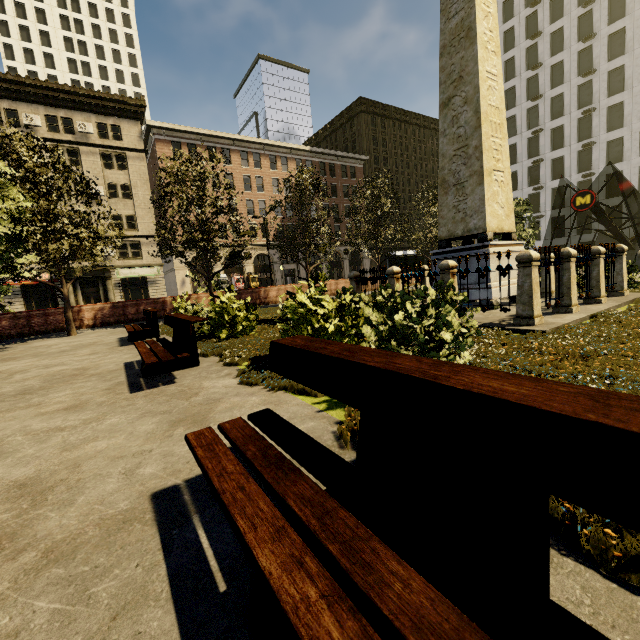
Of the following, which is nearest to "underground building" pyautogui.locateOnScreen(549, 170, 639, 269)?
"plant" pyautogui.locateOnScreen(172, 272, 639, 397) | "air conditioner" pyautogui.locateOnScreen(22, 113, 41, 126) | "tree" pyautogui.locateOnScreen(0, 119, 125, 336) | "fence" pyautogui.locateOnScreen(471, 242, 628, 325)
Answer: "tree" pyautogui.locateOnScreen(0, 119, 125, 336)

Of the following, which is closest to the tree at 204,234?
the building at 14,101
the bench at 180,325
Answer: the building at 14,101

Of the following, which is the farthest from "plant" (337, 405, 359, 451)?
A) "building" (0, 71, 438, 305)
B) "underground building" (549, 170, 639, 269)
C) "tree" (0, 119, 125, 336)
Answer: "building" (0, 71, 438, 305)

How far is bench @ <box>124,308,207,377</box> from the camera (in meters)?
4.80

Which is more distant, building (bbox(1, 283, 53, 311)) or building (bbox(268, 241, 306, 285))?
building (bbox(268, 241, 306, 285))

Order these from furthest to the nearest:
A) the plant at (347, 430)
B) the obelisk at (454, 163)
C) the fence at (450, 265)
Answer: the obelisk at (454, 163) → the fence at (450, 265) → the plant at (347, 430)

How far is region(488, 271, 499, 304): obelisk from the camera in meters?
8.4 m

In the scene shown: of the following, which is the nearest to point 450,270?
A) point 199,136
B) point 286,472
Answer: point 286,472
